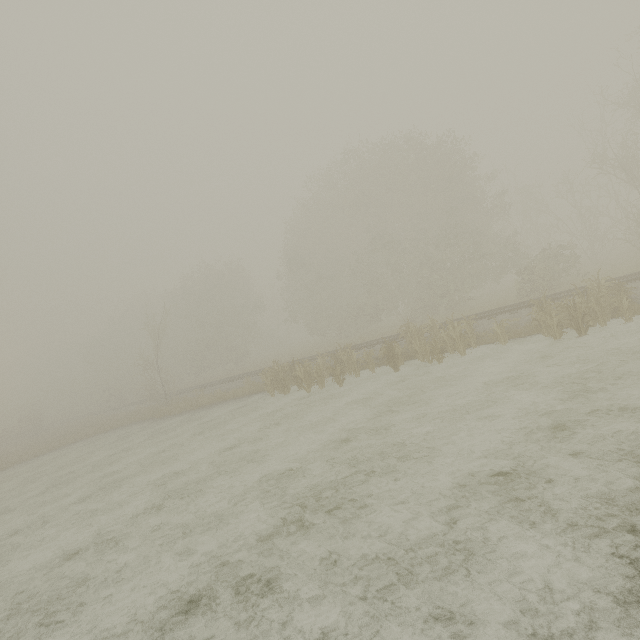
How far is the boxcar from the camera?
58.2m

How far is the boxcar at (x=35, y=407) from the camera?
58.2 meters

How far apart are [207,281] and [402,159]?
27.63m
